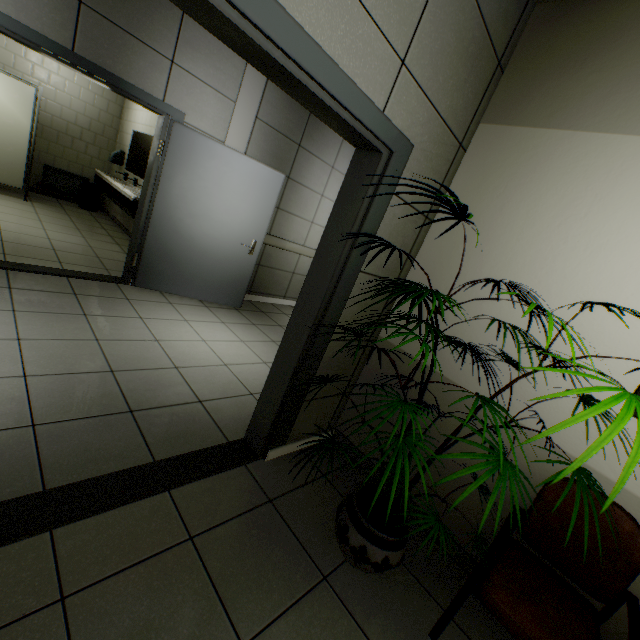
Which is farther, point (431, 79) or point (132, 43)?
point (132, 43)

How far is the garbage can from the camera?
7.05m

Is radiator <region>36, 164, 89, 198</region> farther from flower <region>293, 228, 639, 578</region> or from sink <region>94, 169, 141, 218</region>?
flower <region>293, 228, 639, 578</region>

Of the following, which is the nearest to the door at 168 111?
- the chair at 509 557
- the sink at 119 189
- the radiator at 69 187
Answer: the sink at 119 189

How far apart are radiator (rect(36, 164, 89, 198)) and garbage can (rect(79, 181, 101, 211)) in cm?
11

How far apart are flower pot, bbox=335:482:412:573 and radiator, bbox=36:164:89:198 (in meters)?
8.66

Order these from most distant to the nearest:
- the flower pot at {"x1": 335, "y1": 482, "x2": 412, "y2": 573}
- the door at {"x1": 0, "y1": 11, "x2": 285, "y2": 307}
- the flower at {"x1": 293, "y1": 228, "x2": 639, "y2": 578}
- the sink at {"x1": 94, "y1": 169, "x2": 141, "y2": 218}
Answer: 1. the sink at {"x1": 94, "y1": 169, "x2": 141, "y2": 218}
2. the door at {"x1": 0, "y1": 11, "x2": 285, "y2": 307}
3. the flower pot at {"x1": 335, "y1": 482, "x2": 412, "y2": 573}
4. the flower at {"x1": 293, "y1": 228, "x2": 639, "y2": 578}

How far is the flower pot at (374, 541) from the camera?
1.6m
